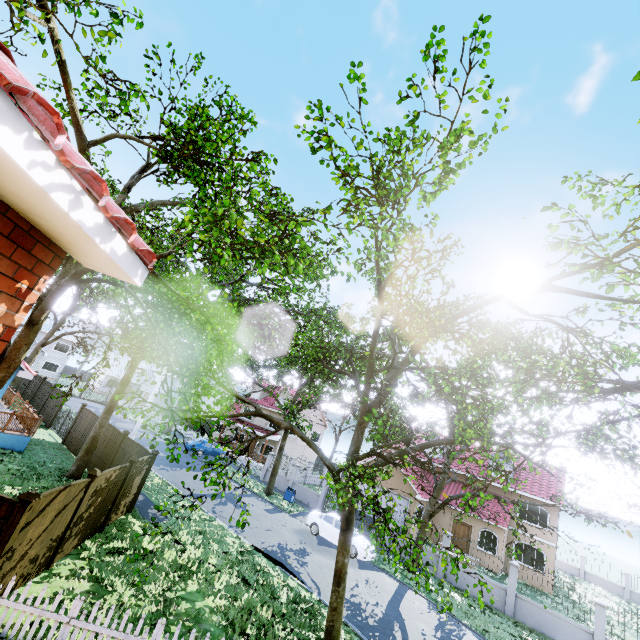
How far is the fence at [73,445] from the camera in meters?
18.8

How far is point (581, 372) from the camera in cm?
669

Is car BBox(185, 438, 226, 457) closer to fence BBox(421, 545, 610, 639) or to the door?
fence BBox(421, 545, 610, 639)

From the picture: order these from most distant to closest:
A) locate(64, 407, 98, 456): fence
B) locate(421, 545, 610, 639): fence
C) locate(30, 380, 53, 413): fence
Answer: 1. locate(30, 380, 53, 413): fence
2. locate(64, 407, 98, 456): fence
3. locate(421, 545, 610, 639): fence

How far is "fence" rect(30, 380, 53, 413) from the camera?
25.14m

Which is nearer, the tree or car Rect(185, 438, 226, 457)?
the tree

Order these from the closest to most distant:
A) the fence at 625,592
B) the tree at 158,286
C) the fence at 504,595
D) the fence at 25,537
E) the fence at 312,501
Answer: the tree at 158,286 < the fence at 25,537 < the fence at 504,595 < the fence at 312,501 < the fence at 625,592

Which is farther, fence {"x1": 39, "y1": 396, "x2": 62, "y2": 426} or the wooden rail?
fence {"x1": 39, "y1": 396, "x2": 62, "y2": 426}
